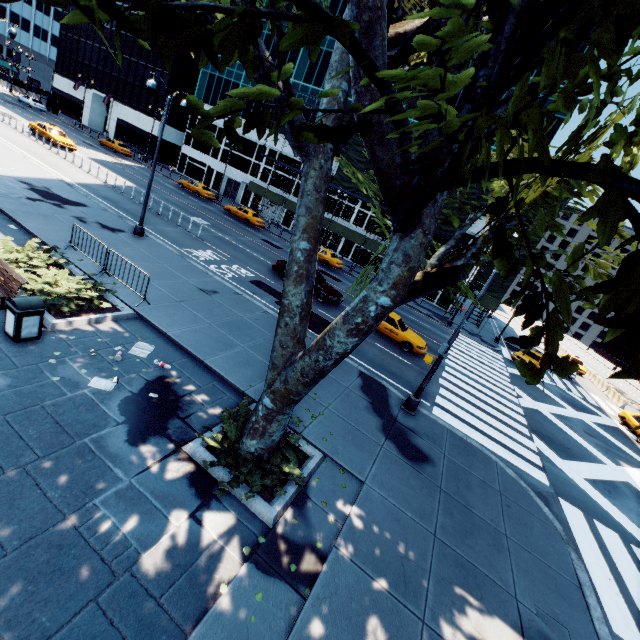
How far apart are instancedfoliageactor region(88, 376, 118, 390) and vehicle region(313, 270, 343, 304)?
13.9m

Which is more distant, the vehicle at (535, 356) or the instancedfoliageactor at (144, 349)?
the vehicle at (535, 356)

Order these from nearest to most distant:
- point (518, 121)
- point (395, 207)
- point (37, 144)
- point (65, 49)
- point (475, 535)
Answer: point (518, 121) → point (395, 207) → point (475, 535) → point (37, 144) → point (65, 49)

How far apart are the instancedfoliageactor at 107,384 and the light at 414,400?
9.34m

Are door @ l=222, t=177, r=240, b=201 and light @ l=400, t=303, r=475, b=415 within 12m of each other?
no

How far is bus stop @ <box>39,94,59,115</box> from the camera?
53.3m

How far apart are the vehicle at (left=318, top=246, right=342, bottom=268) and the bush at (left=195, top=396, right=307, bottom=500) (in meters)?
25.63

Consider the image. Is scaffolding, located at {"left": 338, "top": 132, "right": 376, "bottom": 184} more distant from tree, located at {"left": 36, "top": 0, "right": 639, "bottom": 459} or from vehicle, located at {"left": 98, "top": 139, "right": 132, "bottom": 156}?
tree, located at {"left": 36, "top": 0, "right": 639, "bottom": 459}
